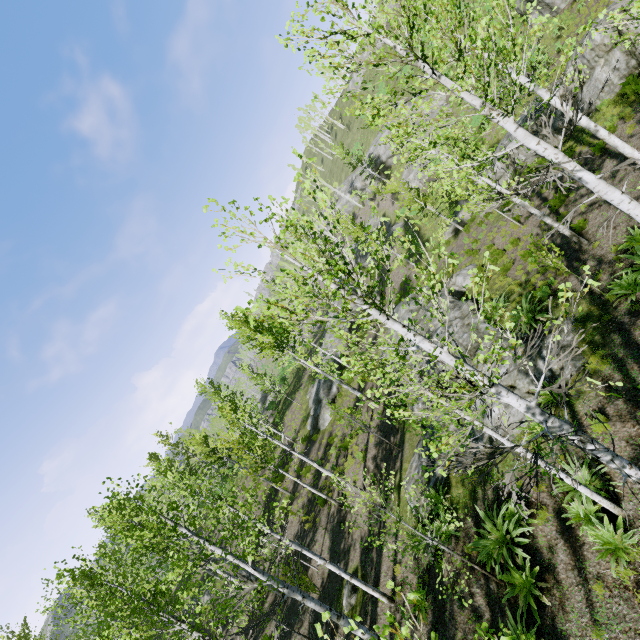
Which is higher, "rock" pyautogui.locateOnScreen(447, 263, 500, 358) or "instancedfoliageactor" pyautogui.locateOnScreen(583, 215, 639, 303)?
"rock" pyautogui.locateOnScreen(447, 263, 500, 358)

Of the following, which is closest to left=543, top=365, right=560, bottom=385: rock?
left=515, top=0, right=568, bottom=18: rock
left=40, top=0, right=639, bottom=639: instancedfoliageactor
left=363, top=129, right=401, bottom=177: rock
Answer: left=40, top=0, right=639, bottom=639: instancedfoliageactor

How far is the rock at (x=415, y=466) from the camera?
11.7m

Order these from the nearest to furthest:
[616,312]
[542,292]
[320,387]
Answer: [616,312]
[542,292]
[320,387]

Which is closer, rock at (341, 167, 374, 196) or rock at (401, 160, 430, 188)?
rock at (401, 160, 430, 188)

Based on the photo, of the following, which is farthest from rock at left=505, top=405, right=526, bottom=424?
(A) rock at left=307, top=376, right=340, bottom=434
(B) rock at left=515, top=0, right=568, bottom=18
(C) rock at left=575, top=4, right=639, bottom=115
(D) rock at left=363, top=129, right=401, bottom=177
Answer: (B) rock at left=515, top=0, right=568, bottom=18

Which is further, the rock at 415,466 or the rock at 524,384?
the rock at 415,466

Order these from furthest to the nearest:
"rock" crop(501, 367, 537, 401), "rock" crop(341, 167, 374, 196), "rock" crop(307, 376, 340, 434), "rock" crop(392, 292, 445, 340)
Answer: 1. "rock" crop(341, 167, 374, 196)
2. "rock" crop(307, 376, 340, 434)
3. "rock" crop(392, 292, 445, 340)
4. "rock" crop(501, 367, 537, 401)
